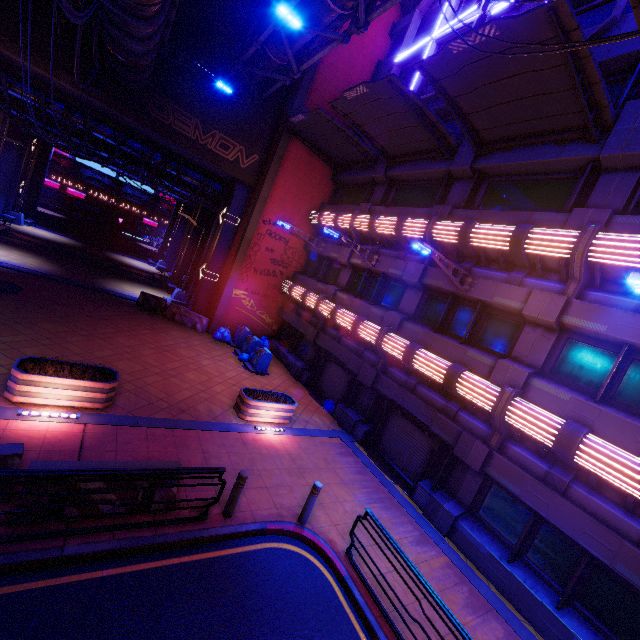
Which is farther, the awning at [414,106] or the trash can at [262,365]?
the trash can at [262,365]

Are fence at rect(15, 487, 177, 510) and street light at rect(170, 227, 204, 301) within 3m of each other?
no

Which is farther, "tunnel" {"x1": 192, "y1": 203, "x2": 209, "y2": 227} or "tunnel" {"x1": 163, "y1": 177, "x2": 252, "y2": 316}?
"tunnel" {"x1": 192, "y1": 203, "x2": 209, "y2": 227}

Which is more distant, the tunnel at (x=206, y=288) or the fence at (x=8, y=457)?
the tunnel at (x=206, y=288)

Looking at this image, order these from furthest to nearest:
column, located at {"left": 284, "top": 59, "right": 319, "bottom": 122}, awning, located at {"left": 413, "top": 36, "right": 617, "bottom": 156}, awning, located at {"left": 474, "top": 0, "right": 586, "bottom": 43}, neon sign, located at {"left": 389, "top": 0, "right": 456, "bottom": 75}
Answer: column, located at {"left": 284, "top": 59, "right": 319, "bottom": 122} < neon sign, located at {"left": 389, "top": 0, "right": 456, "bottom": 75} < awning, located at {"left": 413, "top": 36, "right": 617, "bottom": 156} < awning, located at {"left": 474, "top": 0, "right": 586, "bottom": 43}

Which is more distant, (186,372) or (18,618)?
(186,372)

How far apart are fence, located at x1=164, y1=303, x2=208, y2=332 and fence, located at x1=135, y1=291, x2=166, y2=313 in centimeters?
33cm

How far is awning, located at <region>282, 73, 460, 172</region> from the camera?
11.57m
